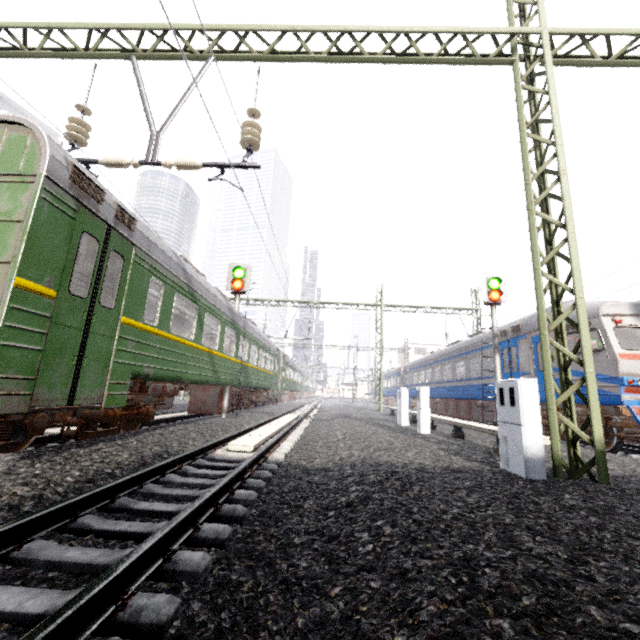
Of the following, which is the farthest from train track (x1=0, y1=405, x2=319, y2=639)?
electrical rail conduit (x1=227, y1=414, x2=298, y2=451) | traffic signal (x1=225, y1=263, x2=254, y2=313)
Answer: traffic signal (x1=225, y1=263, x2=254, y2=313)

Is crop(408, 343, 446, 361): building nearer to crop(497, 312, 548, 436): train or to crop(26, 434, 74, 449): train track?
crop(497, 312, 548, 436): train

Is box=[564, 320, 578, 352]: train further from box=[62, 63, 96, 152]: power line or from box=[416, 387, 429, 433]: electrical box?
box=[416, 387, 429, 433]: electrical box

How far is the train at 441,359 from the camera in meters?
15.4

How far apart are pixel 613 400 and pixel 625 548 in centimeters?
775cm

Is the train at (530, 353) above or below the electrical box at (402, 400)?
above

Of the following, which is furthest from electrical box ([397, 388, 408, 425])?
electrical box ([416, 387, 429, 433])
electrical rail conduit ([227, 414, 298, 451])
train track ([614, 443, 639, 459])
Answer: train track ([614, 443, 639, 459])

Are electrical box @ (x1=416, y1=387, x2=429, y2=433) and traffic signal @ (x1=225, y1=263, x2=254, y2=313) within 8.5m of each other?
yes
